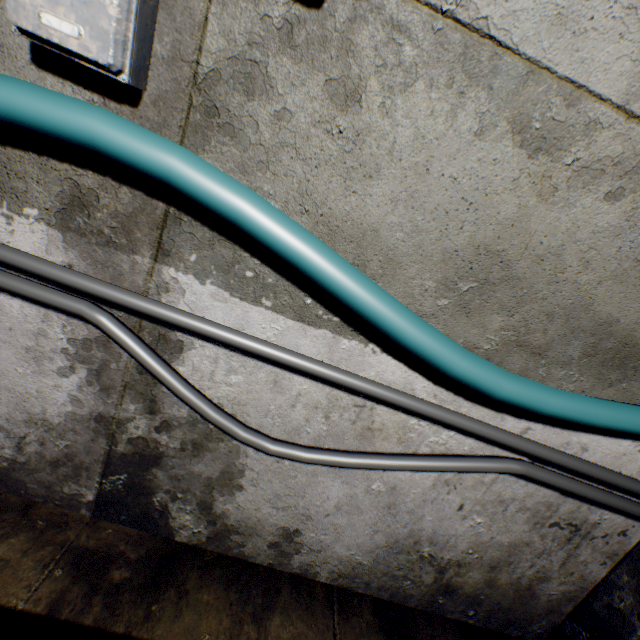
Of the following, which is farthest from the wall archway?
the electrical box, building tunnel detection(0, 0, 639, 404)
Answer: the electrical box

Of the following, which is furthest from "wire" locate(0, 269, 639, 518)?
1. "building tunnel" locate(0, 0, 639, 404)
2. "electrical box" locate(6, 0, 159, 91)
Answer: "electrical box" locate(6, 0, 159, 91)

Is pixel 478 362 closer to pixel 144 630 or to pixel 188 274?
pixel 188 274

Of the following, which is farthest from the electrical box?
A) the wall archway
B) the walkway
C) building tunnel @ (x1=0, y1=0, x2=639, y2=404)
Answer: the wall archway

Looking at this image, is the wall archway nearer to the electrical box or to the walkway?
the walkway

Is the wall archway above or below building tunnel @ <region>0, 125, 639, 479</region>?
below

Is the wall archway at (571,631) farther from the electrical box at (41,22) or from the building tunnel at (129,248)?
the electrical box at (41,22)

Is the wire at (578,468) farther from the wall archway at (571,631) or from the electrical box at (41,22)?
the electrical box at (41,22)
